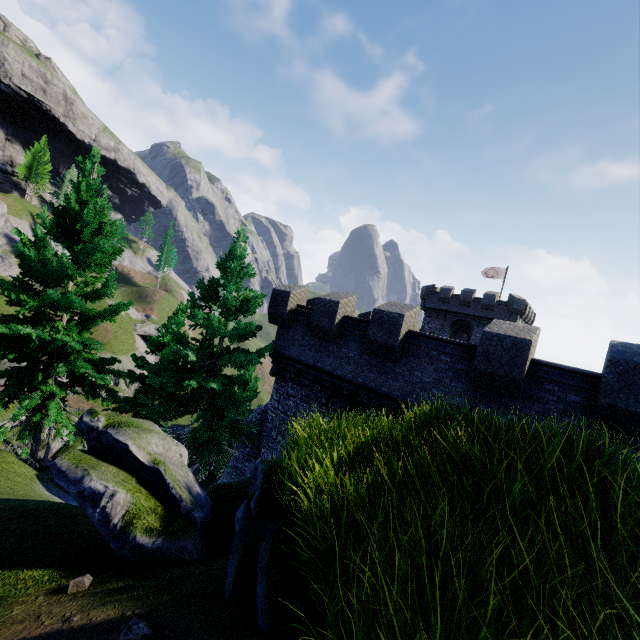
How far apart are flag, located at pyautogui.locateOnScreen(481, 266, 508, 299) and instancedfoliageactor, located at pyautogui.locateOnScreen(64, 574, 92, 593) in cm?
4256

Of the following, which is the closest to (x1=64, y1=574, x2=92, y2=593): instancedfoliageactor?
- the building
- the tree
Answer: the tree

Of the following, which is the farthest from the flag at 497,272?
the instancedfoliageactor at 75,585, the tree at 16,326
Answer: the instancedfoliageactor at 75,585

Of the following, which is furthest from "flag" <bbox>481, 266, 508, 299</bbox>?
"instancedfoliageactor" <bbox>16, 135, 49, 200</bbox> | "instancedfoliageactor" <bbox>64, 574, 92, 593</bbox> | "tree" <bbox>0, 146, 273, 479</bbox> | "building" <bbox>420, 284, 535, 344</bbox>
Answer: "instancedfoliageactor" <bbox>16, 135, 49, 200</bbox>

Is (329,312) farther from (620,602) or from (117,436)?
(620,602)

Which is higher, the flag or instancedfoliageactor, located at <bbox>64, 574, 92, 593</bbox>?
the flag

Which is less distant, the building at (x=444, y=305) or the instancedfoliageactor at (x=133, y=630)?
the instancedfoliageactor at (x=133, y=630)

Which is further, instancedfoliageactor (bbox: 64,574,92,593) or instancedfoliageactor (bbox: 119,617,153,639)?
instancedfoliageactor (bbox: 64,574,92,593)
